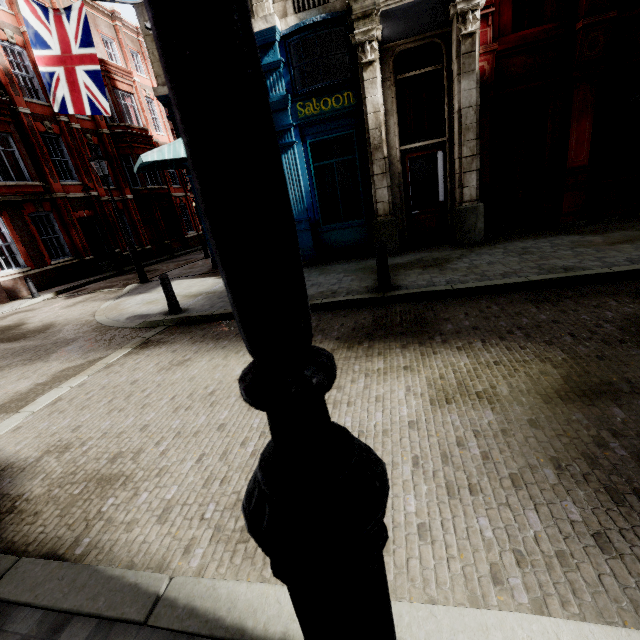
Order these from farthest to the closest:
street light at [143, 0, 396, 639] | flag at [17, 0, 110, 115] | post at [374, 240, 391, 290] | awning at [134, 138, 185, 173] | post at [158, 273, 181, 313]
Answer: flag at [17, 0, 110, 115]
awning at [134, 138, 185, 173]
post at [158, 273, 181, 313]
post at [374, 240, 391, 290]
street light at [143, 0, 396, 639]

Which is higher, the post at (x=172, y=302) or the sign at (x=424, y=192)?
the sign at (x=424, y=192)

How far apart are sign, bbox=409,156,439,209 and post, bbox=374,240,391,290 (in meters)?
4.31

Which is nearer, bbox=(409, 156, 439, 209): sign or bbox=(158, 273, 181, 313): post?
bbox=(158, 273, 181, 313): post

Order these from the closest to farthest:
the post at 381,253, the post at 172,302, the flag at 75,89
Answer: the post at 381,253
the post at 172,302
the flag at 75,89

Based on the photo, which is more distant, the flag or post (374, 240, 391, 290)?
the flag

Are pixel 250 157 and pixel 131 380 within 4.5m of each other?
no

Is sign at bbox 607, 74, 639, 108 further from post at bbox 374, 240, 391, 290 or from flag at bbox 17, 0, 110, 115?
flag at bbox 17, 0, 110, 115
